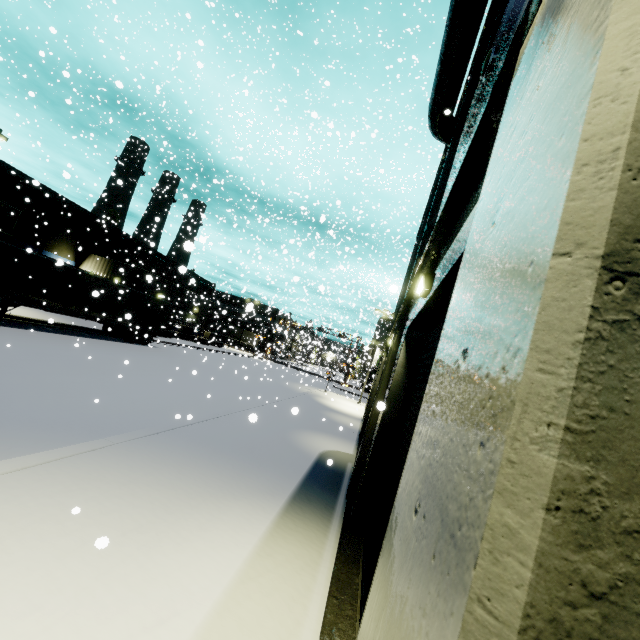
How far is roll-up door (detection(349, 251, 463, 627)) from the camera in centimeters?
457cm

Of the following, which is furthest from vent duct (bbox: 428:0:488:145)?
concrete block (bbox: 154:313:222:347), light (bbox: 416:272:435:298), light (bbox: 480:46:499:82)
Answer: concrete block (bbox: 154:313:222:347)

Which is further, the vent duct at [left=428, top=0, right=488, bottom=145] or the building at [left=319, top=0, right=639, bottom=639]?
the vent duct at [left=428, top=0, right=488, bottom=145]

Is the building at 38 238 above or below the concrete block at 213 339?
above

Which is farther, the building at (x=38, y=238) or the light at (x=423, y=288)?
the building at (x=38, y=238)

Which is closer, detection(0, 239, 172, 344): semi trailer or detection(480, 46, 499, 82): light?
detection(480, 46, 499, 82): light

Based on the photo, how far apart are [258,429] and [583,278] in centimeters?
1202cm

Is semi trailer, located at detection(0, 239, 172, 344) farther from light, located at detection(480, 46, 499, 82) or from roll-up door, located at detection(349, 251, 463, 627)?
light, located at detection(480, 46, 499, 82)
